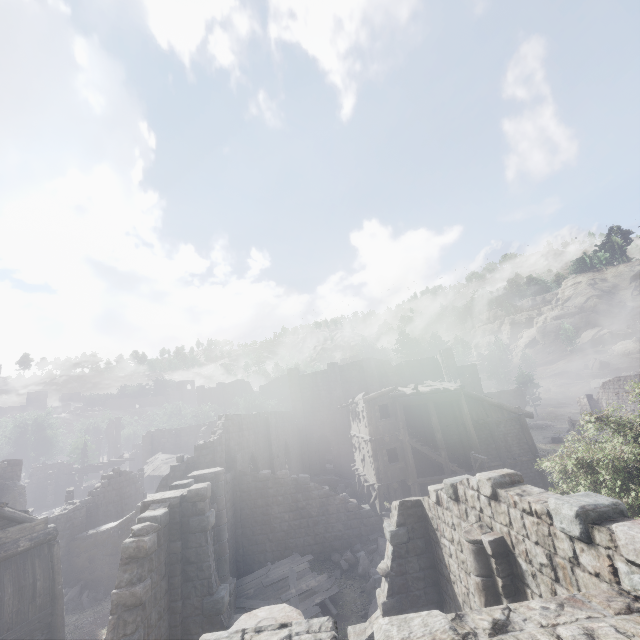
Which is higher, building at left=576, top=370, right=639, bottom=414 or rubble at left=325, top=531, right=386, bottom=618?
building at left=576, top=370, right=639, bottom=414

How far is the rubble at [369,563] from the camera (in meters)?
14.79

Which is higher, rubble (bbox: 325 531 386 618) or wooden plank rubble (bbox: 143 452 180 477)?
wooden plank rubble (bbox: 143 452 180 477)

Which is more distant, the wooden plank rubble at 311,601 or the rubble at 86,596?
the rubble at 86,596

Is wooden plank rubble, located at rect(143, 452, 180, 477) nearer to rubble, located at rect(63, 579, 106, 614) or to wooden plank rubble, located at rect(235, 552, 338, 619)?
rubble, located at rect(63, 579, 106, 614)

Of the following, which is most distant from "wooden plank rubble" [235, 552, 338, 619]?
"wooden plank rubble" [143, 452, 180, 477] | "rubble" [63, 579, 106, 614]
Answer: "wooden plank rubble" [143, 452, 180, 477]

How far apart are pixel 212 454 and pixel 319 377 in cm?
2116

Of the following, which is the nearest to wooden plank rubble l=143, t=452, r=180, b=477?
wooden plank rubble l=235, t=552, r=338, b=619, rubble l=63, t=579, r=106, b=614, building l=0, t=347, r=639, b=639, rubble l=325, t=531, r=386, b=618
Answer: building l=0, t=347, r=639, b=639
